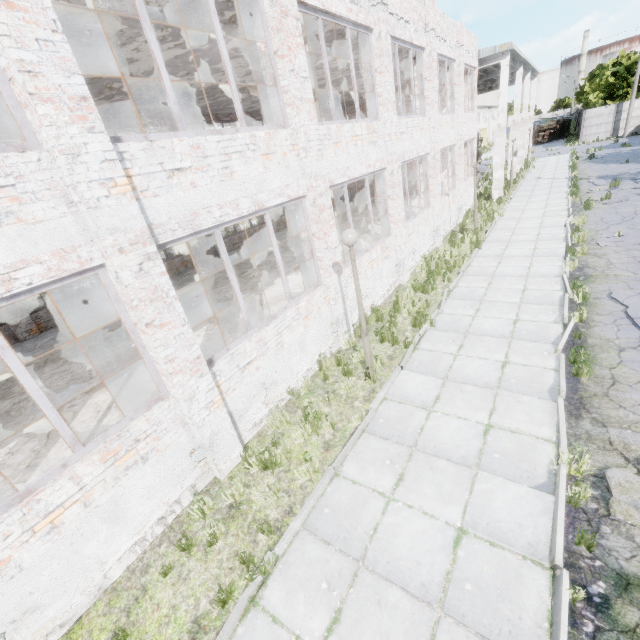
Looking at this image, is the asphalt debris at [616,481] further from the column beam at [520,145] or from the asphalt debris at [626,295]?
the column beam at [520,145]

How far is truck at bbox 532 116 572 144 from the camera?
50.1 meters

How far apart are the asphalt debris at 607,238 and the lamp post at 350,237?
10.4 meters

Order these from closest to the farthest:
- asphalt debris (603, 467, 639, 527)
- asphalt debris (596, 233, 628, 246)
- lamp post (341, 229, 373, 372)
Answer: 1. asphalt debris (603, 467, 639, 527)
2. lamp post (341, 229, 373, 372)
3. asphalt debris (596, 233, 628, 246)

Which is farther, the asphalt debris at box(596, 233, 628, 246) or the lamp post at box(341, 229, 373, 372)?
the asphalt debris at box(596, 233, 628, 246)

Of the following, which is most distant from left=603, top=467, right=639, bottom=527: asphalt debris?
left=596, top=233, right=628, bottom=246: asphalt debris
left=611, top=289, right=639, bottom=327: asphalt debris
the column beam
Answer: the column beam

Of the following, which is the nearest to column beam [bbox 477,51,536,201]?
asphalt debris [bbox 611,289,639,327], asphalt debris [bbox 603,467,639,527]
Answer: asphalt debris [bbox 611,289,639,327]

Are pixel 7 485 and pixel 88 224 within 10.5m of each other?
yes
